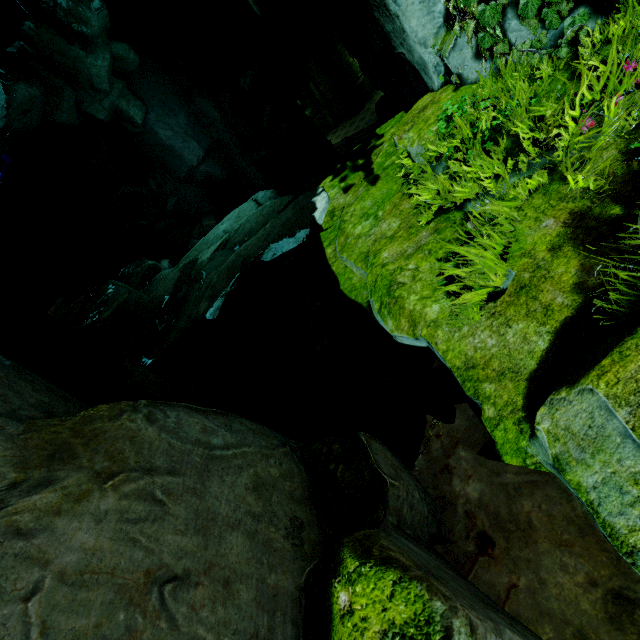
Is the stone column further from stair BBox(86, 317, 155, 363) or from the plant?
the plant

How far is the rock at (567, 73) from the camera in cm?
310

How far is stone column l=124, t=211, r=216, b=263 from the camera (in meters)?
20.25

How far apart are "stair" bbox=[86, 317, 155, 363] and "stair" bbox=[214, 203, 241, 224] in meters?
12.5

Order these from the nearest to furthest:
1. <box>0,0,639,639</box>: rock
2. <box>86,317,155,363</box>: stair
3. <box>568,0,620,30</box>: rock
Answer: <box>0,0,639,639</box>: rock < <box>568,0,620,30</box>: rock < <box>86,317,155,363</box>: stair

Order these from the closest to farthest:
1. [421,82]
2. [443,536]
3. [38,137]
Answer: [443,536]
[38,137]
[421,82]

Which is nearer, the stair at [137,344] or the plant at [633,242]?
the plant at [633,242]

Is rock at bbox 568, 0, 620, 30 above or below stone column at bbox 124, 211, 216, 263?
above
